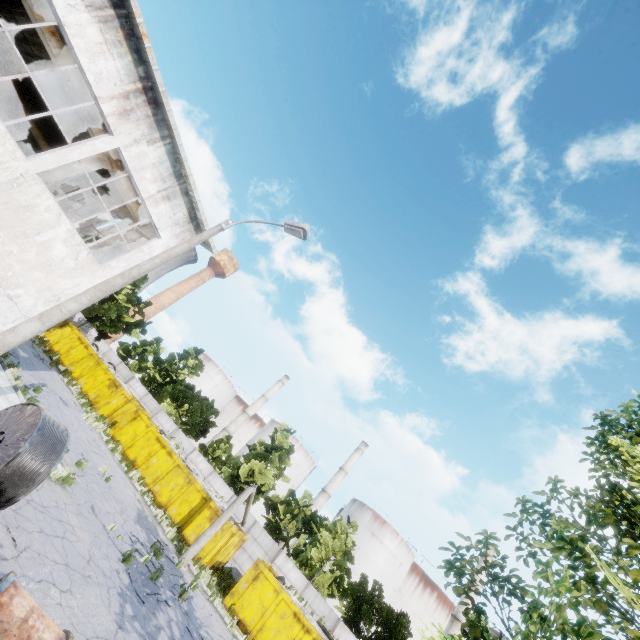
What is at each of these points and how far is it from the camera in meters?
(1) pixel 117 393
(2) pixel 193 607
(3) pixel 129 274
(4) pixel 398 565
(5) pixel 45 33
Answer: (1) garbage container, 25.5
(2) asphalt debris, 13.2
(3) lamp post, 8.9
(4) storage tank, 48.9
(5) beam, 10.4

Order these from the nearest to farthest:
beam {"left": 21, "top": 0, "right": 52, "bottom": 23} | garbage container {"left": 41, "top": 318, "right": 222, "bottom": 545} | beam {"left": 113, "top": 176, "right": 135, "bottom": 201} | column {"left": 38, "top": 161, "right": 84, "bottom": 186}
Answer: beam {"left": 21, "top": 0, "right": 52, "bottom": 23} < column {"left": 38, "top": 161, "right": 84, "bottom": 186} < beam {"left": 113, "top": 176, "right": 135, "bottom": 201} < garbage container {"left": 41, "top": 318, "right": 222, "bottom": 545}

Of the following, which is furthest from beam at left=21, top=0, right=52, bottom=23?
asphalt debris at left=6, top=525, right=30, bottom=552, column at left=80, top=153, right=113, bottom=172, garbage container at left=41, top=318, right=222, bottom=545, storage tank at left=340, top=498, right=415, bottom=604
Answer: storage tank at left=340, top=498, right=415, bottom=604

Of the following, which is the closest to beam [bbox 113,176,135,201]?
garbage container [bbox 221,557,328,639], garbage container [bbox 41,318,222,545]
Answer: garbage container [bbox 41,318,222,545]

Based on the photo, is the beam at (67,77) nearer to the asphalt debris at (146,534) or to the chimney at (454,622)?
the asphalt debris at (146,534)

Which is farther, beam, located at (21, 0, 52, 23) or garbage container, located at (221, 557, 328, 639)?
garbage container, located at (221, 557, 328, 639)

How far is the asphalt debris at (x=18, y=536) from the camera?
7.10m

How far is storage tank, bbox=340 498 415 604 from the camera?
47.3m
